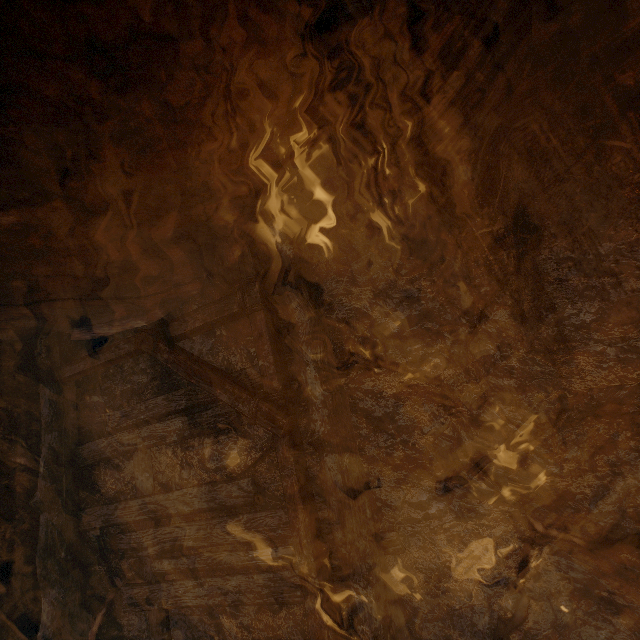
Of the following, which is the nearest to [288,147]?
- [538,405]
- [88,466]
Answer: [538,405]
